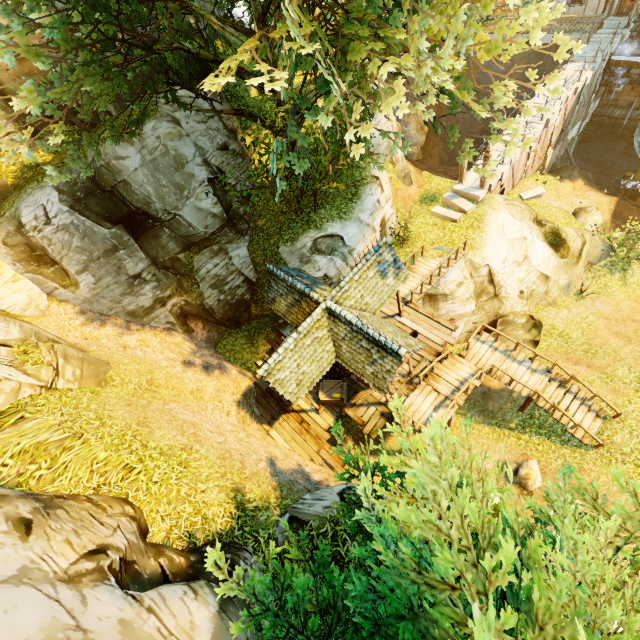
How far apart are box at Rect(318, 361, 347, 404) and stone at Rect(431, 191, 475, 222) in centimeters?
1225cm

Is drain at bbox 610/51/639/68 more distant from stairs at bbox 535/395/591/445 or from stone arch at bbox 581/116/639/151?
stairs at bbox 535/395/591/445

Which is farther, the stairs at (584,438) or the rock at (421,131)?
the rock at (421,131)

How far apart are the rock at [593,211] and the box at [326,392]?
19.17m

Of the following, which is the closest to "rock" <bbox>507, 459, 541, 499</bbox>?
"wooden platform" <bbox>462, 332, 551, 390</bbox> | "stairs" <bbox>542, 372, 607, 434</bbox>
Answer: "stairs" <bbox>542, 372, 607, 434</bbox>

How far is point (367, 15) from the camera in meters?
7.2

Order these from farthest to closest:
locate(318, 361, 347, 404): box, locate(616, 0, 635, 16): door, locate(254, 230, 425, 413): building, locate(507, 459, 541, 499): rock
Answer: locate(616, 0, 635, 16): door
locate(318, 361, 347, 404): box
locate(507, 459, 541, 499): rock
locate(254, 230, 425, 413): building

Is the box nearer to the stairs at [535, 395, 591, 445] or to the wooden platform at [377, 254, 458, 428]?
the wooden platform at [377, 254, 458, 428]
